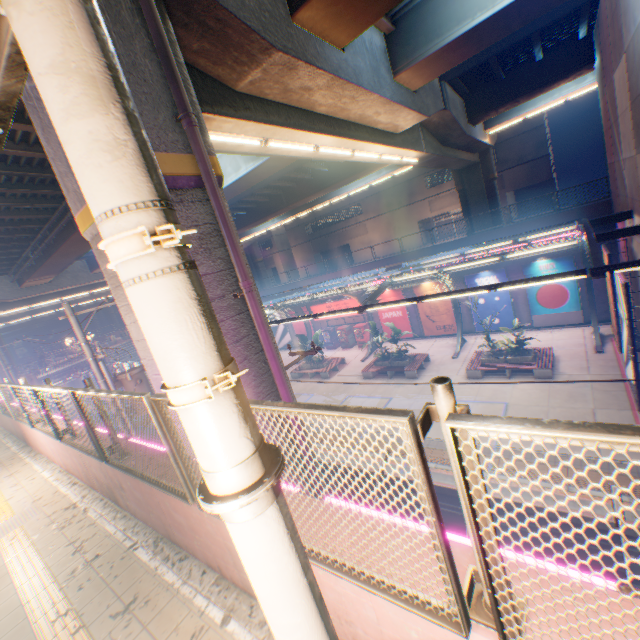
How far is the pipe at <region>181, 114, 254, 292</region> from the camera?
4.98m

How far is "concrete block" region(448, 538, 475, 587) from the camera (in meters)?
1.86

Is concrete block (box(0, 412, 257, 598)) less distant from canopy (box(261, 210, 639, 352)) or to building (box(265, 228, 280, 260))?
canopy (box(261, 210, 639, 352))

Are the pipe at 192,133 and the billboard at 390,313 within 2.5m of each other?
no

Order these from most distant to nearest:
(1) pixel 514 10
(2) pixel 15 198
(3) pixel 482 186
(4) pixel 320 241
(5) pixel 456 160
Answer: (4) pixel 320 241 < (3) pixel 482 186 < (5) pixel 456 160 < (2) pixel 15 198 < (1) pixel 514 10

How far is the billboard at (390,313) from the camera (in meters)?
26.56

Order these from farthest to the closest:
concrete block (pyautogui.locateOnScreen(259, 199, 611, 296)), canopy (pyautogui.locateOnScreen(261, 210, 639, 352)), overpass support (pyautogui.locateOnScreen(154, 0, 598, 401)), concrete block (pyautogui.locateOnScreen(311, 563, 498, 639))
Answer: concrete block (pyautogui.locateOnScreen(259, 199, 611, 296)), canopy (pyautogui.locateOnScreen(261, 210, 639, 352)), overpass support (pyautogui.locateOnScreen(154, 0, 598, 401)), concrete block (pyautogui.locateOnScreen(311, 563, 498, 639))

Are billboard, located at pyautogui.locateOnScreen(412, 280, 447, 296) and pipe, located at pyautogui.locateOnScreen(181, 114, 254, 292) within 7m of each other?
no
